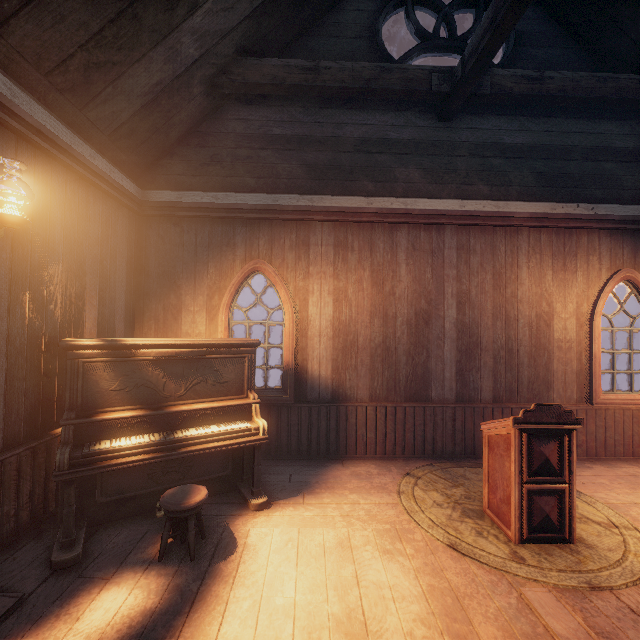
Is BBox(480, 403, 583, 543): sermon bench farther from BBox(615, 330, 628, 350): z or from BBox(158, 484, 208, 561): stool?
BBox(615, 330, 628, 350): z

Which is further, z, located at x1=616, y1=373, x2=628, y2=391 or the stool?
z, located at x1=616, y1=373, x2=628, y2=391

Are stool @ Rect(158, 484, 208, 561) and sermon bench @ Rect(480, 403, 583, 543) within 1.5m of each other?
no

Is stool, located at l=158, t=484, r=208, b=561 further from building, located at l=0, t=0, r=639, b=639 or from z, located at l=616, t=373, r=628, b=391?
z, located at l=616, t=373, r=628, b=391

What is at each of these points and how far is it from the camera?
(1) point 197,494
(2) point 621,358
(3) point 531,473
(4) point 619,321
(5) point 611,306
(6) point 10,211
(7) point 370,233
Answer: (1) stool, 2.88m
(2) z, 11.11m
(3) sermon bench, 3.06m
(4) z, 19.83m
(5) z, 27.95m
(6) bp, 2.67m
(7) building, 5.18m

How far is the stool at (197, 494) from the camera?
2.73m

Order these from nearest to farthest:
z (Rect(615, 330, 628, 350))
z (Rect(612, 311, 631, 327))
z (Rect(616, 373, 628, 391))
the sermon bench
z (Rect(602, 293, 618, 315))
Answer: the sermon bench < z (Rect(616, 373, 628, 391)) < z (Rect(615, 330, 628, 350)) < z (Rect(612, 311, 631, 327)) < z (Rect(602, 293, 618, 315))

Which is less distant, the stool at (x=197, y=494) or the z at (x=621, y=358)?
the stool at (x=197, y=494)
